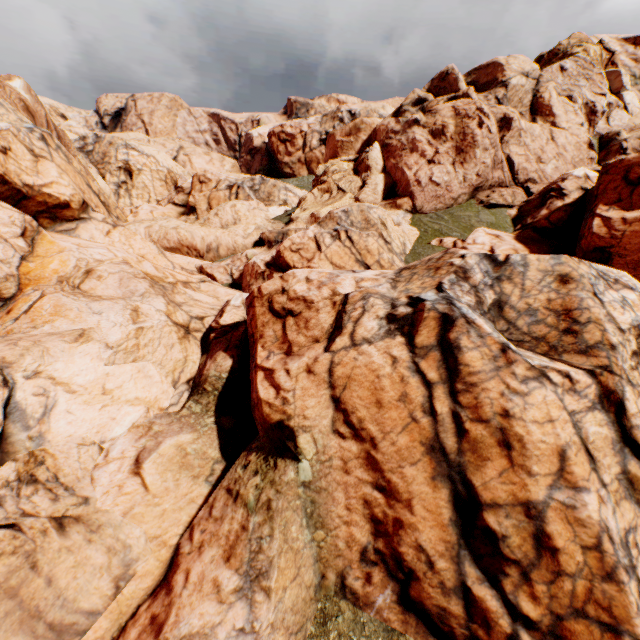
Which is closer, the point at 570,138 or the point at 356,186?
the point at 570,138
